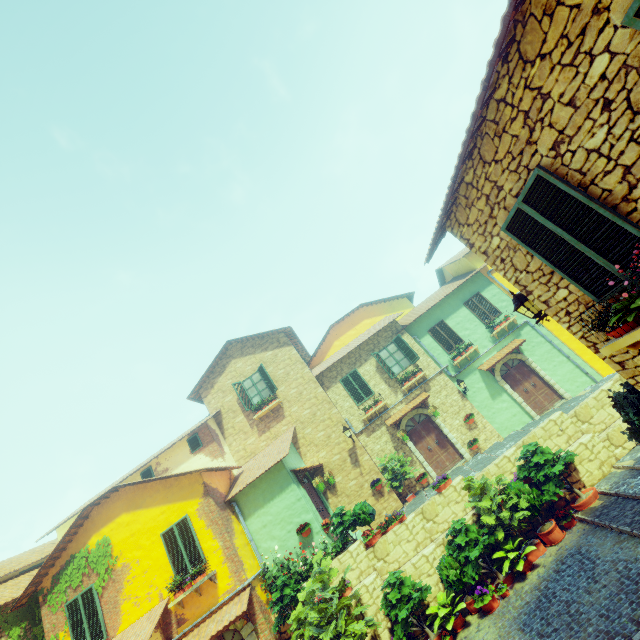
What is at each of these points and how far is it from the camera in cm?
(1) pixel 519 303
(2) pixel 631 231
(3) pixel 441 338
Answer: (1) street light, 590
(2) window, 346
(3) window, 1730

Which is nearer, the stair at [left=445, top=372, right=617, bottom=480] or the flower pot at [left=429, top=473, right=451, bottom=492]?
the flower pot at [left=429, top=473, right=451, bottom=492]

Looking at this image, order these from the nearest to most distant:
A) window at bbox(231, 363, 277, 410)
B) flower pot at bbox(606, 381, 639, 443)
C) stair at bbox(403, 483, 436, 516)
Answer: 1. flower pot at bbox(606, 381, 639, 443)
2. stair at bbox(403, 483, 436, 516)
3. window at bbox(231, 363, 277, 410)

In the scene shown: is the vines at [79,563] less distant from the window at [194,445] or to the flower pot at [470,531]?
the window at [194,445]

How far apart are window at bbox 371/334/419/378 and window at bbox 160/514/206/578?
10.30m

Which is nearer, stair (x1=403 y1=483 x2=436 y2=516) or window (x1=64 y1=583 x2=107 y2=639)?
window (x1=64 y1=583 x2=107 y2=639)

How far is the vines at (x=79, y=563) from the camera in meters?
11.0 m

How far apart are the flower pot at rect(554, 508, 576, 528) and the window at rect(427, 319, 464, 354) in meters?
8.5 m
